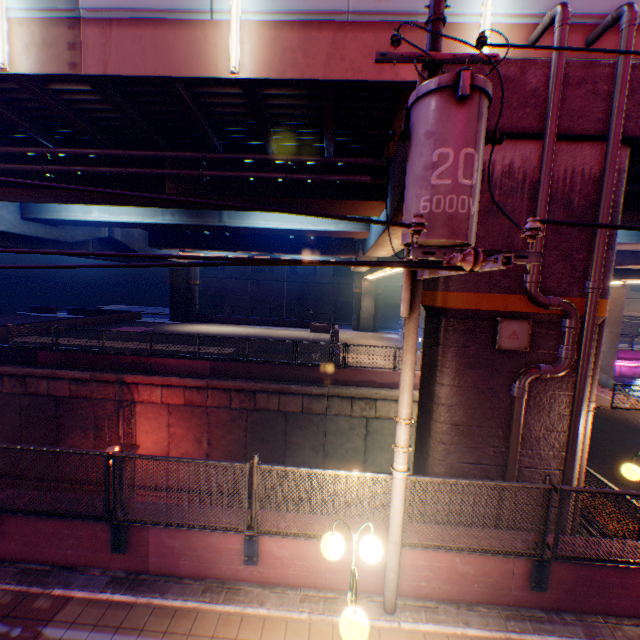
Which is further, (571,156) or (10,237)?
(10,237)

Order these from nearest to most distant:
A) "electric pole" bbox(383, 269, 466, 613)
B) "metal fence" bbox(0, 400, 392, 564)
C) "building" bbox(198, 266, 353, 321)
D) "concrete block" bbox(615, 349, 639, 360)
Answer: "electric pole" bbox(383, 269, 466, 613), "metal fence" bbox(0, 400, 392, 564), "concrete block" bbox(615, 349, 639, 360), "building" bbox(198, 266, 353, 321)

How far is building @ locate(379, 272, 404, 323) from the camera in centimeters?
4747cm

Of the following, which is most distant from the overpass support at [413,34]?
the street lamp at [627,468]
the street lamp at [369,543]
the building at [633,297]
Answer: the building at [633,297]

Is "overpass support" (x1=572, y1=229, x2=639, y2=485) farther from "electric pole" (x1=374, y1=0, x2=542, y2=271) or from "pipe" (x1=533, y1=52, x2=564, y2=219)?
"electric pole" (x1=374, y1=0, x2=542, y2=271)

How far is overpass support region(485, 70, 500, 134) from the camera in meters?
5.7 m

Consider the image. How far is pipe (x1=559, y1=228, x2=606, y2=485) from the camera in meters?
5.8

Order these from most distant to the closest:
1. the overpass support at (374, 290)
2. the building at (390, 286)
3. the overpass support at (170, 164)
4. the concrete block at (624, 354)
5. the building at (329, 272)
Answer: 1. the building at (329, 272)
2. the building at (390, 286)
3. the overpass support at (374, 290)
4. the concrete block at (624, 354)
5. the overpass support at (170, 164)
